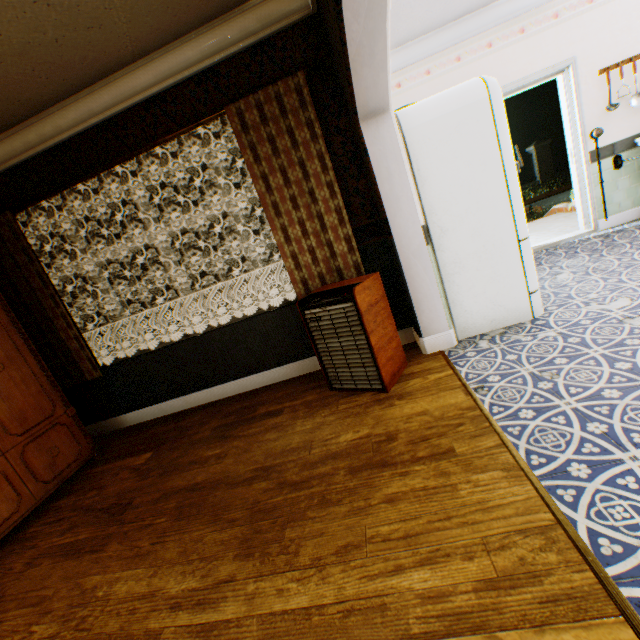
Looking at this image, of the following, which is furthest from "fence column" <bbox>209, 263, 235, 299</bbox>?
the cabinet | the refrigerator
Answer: the refrigerator

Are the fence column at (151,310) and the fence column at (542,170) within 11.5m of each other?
no

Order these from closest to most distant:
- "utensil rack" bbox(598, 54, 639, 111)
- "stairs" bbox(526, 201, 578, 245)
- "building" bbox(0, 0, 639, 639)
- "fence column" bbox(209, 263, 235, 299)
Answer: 1. "building" bbox(0, 0, 639, 639)
2. "utensil rack" bbox(598, 54, 639, 111)
3. "stairs" bbox(526, 201, 578, 245)
4. "fence column" bbox(209, 263, 235, 299)

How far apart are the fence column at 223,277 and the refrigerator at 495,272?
18.1 meters

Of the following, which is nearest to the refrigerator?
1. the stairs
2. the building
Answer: the building

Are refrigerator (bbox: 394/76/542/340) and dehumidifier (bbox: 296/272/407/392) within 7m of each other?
yes

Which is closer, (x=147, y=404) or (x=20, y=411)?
(x=20, y=411)

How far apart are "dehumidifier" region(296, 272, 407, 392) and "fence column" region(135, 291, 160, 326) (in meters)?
21.14
